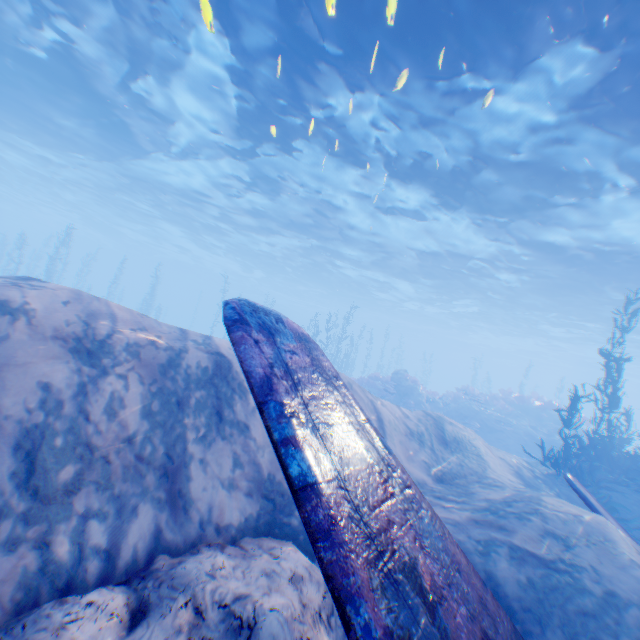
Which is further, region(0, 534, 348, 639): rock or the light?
the light

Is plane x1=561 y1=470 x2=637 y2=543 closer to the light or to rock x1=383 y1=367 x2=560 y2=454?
the light

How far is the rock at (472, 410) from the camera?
20.6 meters

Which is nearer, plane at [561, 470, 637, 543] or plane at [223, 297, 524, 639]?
plane at [223, 297, 524, 639]

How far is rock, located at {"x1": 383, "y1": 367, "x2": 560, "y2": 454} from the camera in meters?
20.6 m

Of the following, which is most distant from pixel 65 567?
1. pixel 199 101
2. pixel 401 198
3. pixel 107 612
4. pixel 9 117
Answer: pixel 9 117

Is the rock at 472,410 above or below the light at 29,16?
below
